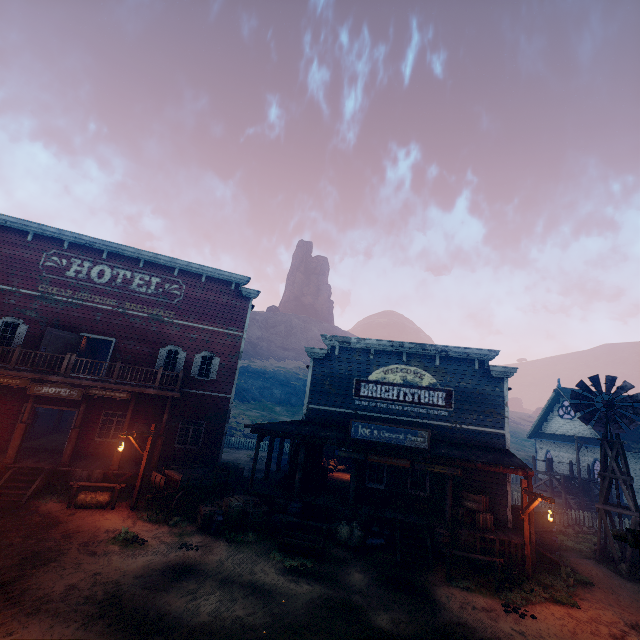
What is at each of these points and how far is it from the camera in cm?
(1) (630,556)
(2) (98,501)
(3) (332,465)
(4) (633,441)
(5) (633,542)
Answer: (1) windmill, 1358
(2) hay bale, 1282
(3) burlap sack set, 2178
(4) building, 2691
(5) building, 507

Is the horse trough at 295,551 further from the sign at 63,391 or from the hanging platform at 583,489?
the hanging platform at 583,489

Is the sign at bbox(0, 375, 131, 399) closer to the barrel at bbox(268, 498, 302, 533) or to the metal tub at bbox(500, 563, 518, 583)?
the barrel at bbox(268, 498, 302, 533)

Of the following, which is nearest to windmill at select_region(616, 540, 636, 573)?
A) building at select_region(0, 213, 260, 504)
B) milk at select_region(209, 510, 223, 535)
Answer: building at select_region(0, 213, 260, 504)

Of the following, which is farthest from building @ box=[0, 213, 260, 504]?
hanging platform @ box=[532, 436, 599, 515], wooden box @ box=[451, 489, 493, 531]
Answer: hanging platform @ box=[532, 436, 599, 515]

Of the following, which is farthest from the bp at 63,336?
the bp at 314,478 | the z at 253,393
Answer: the bp at 314,478

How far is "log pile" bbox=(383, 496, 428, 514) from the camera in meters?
14.4 m

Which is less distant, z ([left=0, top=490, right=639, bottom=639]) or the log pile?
z ([left=0, top=490, right=639, bottom=639])
